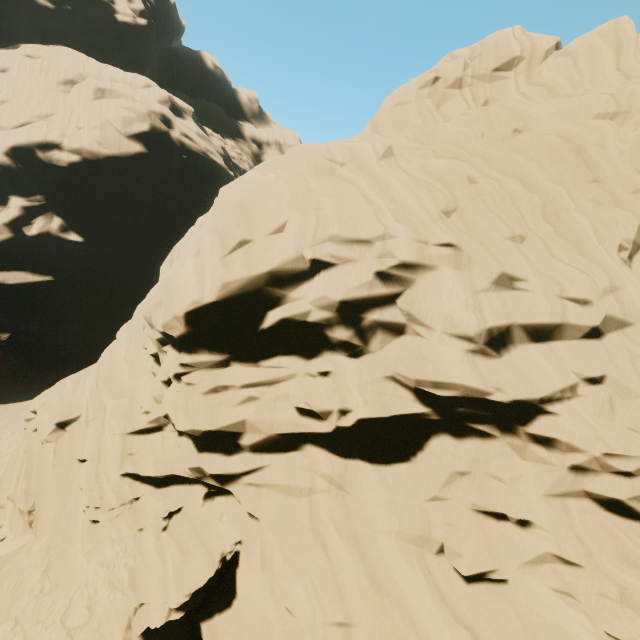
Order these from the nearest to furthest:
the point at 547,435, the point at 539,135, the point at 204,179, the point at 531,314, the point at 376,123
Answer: the point at 547,435 → the point at 531,314 → the point at 539,135 → the point at 376,123 → the point at 204,179
